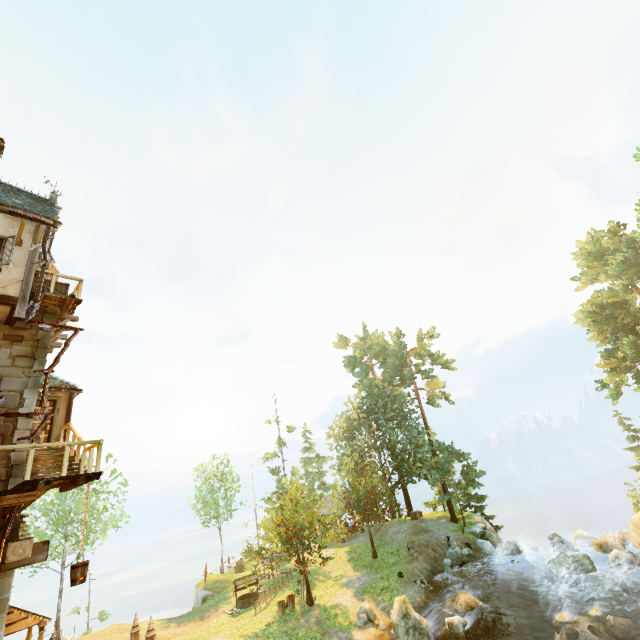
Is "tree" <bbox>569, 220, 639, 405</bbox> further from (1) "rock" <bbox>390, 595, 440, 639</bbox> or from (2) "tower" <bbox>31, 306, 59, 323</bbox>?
(2) "tower" <bbox>31, 306, 59, 323</bbox>

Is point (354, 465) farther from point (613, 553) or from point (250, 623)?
point (613, 553)

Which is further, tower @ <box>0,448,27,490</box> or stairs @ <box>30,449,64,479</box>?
stairs @ <box>30,449,64,479</box>

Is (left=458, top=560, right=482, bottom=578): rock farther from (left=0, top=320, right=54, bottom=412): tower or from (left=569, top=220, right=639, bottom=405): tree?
(left=0, top=320, right=54, bottom=412): tower

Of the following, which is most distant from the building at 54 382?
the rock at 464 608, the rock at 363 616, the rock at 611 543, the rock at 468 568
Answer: the rock at 611 543

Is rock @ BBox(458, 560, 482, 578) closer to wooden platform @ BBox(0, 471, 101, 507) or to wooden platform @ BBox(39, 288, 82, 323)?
wooden platform @ BBox(0, 471, 101, 507)

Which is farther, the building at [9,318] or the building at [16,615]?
the building at [16,615]

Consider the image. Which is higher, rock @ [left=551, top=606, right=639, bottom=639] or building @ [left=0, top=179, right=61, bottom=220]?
building @ [left=0, top=179, right=61, bottom=220]
